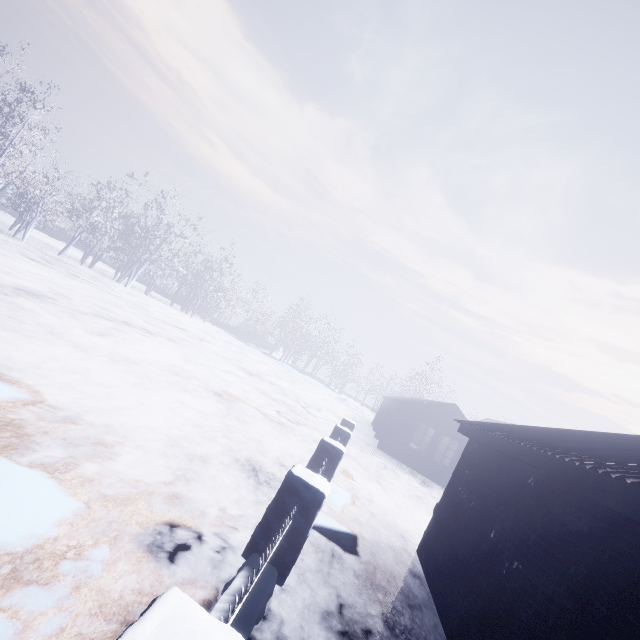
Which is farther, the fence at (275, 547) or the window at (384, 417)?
the window at (384, 417)

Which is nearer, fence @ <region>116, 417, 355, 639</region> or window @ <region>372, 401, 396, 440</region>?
fence @ <region>116, 417, 355, 639</region>

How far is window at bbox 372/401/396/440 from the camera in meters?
Answer: 17.8 m

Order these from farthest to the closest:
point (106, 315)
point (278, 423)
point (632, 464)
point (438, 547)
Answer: point (106, 315)
point (278, 423)
point (438, 547)
point (632, 464)

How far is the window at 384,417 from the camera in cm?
1780
